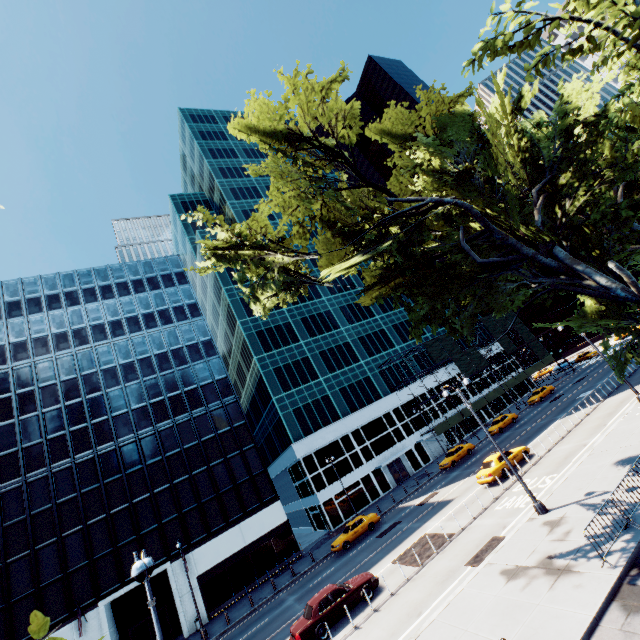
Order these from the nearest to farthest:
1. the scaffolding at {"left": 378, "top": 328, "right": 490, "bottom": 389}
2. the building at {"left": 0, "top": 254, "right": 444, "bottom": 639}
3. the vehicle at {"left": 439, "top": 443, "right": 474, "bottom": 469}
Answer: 1. the building at {"left": 0, "top": 254, "right": 444, "bottom": 639}
2. the vehicle at {"left": 439, "top": 443, "right": 474, "bottom": 469}
3. the scaffolding at {"left": 378, "top": 328, "right": 490, "bottom": 389}

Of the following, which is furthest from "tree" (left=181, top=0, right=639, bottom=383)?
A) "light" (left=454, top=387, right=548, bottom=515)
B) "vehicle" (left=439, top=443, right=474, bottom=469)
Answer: "vehicle" (left=439, top=443, right=474, bottom=469)

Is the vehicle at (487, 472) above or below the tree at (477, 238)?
below

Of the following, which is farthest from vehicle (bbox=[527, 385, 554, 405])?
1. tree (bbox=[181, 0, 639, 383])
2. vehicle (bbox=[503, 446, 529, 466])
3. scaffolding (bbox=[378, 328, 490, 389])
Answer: vehicle (bbox=[503, 446, 529, 466])

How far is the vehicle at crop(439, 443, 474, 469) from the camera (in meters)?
36.61

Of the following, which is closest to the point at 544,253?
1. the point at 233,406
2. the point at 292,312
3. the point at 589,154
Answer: the point at 589,154

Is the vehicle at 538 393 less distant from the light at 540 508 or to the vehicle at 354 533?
the light at 540 508

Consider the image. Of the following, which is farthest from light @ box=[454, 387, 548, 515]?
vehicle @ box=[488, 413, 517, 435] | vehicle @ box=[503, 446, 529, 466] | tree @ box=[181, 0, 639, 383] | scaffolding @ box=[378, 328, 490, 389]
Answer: scaffolding @ box=[378, 328, 490, 389]
